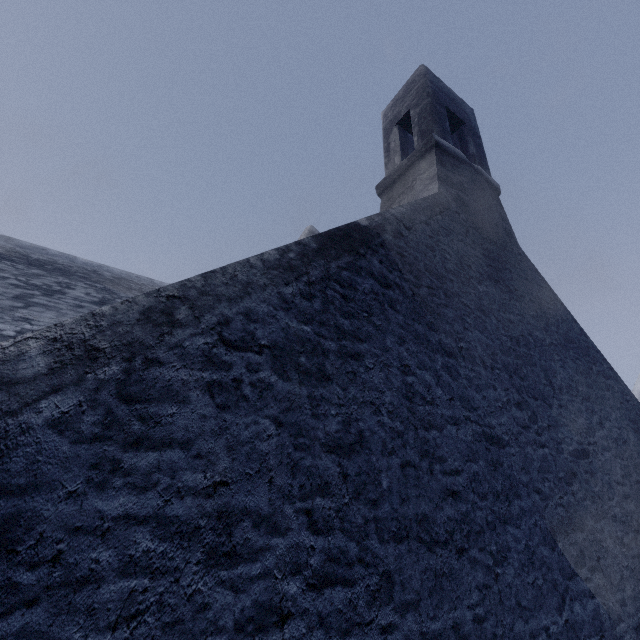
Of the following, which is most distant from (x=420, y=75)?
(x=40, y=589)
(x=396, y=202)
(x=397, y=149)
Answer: (x=40, y=589)
